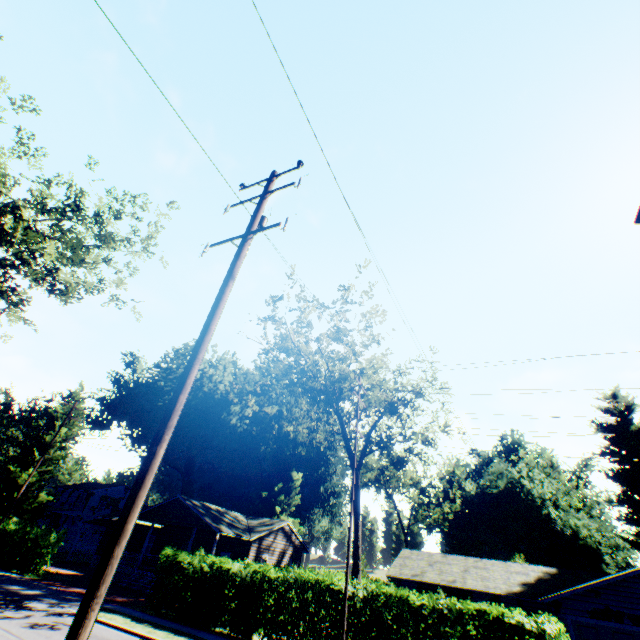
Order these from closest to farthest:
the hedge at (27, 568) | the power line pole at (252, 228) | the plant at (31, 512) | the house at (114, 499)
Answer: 1. the power line pole at (252, 228)
2. the hedge at (27, 568)
3. the plant at (31, 512)
4. the house at (114, 499)

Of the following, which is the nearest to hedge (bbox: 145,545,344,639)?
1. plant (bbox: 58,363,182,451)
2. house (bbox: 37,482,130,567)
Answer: plant (bbox: 58,363,182,451)

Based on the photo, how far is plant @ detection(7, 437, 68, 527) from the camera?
34.75m

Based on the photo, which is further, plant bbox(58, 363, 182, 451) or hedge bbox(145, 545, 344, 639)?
plant bbox(58, 363, 182, 451)

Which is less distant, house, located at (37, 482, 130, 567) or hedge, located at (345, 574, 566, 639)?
hedge, located at (345, 574, 566, 639)

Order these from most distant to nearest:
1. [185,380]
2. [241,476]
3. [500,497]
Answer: [241,476] < [500,497] < [185,380]

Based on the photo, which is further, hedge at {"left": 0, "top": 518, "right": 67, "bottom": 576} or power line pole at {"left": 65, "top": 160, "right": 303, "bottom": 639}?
hedge at {"left": 0, "top": 518, "right": 67, "bottom": 576}

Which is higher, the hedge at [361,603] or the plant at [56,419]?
the plant at [56,419]
